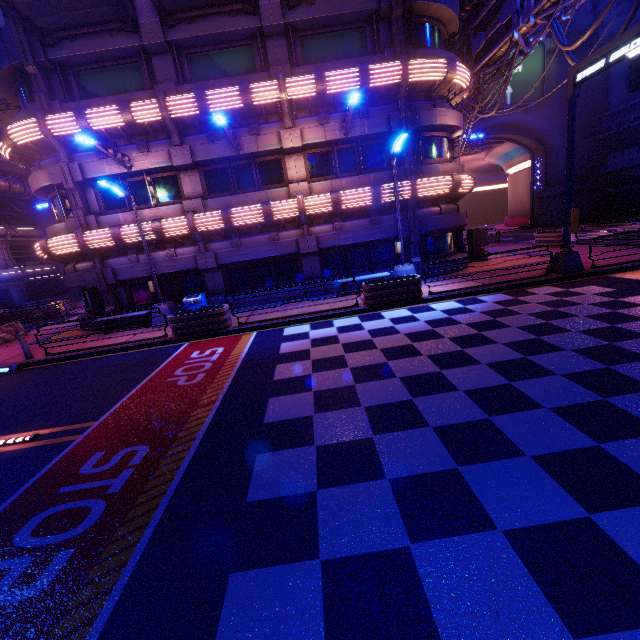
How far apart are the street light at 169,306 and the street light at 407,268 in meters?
10.0 m

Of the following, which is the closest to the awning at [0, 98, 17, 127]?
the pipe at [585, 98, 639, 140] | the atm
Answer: the atm

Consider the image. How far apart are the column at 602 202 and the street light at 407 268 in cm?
3559

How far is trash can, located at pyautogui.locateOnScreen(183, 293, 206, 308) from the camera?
14.76m

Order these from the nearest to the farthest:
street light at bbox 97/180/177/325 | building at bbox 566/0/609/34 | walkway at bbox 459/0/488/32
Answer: street light at bbox 97/180/177/325 → walkway at bbox 459/0/488/32 → building at bbox 566/0/609/34

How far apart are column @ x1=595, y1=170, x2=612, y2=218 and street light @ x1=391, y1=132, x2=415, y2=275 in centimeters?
3559cm

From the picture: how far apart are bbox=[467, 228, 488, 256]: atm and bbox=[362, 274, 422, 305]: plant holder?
8.3m

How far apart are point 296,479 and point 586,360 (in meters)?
5.97
